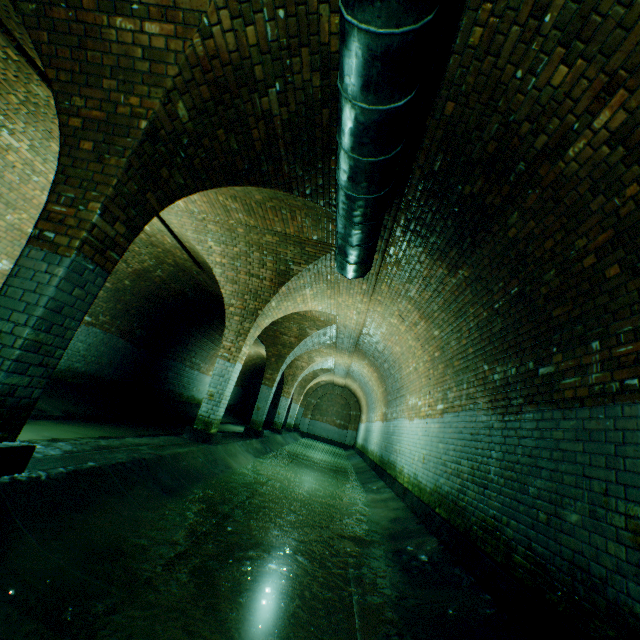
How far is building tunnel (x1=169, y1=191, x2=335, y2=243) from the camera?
5.73m

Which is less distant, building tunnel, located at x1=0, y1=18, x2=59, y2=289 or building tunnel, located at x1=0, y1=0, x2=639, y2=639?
building tunnel, located at x1=0, y1=0, x2=639, y2=639

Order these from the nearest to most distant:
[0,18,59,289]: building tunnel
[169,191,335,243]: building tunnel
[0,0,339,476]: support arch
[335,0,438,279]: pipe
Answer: [335,0,438,279]: pipe < [0,0,339,476]: support arch < [0,18,59,289]: building tunnel < [169,191,335,243]: building tunnel

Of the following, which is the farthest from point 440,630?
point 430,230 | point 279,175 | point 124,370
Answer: point 124,370

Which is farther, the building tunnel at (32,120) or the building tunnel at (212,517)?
the building tunnel at (32,120)

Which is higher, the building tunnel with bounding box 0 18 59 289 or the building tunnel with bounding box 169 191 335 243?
the building tunnel with bounding box 169 191 335 243

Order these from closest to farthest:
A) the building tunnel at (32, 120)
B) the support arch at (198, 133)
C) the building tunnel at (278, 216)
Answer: the support arch at (198, 133)
the building tunnel at (32, 120)
the building tunnel at (278, 216)
